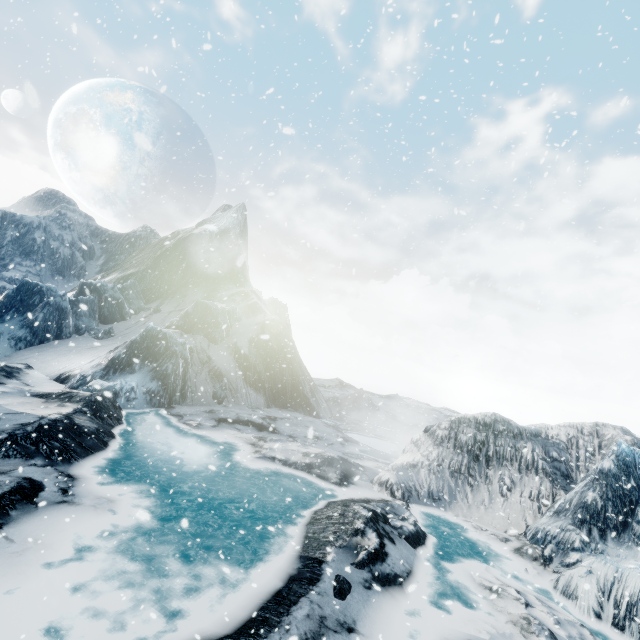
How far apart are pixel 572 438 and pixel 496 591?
13.7 meters
